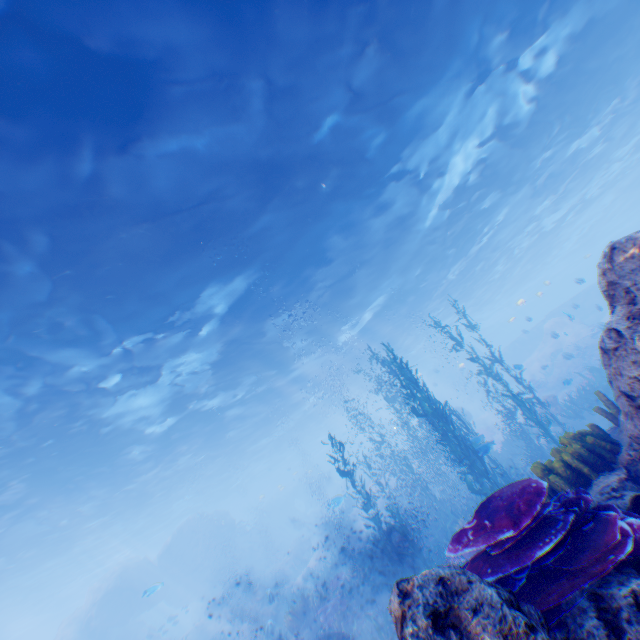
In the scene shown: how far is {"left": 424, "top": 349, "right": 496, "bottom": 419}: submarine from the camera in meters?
42.0

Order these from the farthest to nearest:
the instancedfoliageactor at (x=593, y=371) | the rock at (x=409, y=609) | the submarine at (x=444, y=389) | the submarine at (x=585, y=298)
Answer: the submarine at (x=444, y=389), the submarine at (x=585, y=298), the instancedfoliageactor at (x=593, y=371), the rock at (x=409, y=609)

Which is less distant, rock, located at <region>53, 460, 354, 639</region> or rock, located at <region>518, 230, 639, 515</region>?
rock, located at <region>518, 230, 639, 515</region>

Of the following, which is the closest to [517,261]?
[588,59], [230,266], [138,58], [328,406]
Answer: [588,59]

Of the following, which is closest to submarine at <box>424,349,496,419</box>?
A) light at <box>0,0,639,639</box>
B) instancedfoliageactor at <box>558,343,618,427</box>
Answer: light at <box>0,0,639,639</box>

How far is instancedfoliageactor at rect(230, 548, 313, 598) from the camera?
26.42m

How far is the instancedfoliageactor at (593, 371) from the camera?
5.7 meters

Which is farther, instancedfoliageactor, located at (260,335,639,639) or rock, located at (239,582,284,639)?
rock, located at (239,582,284,639)
